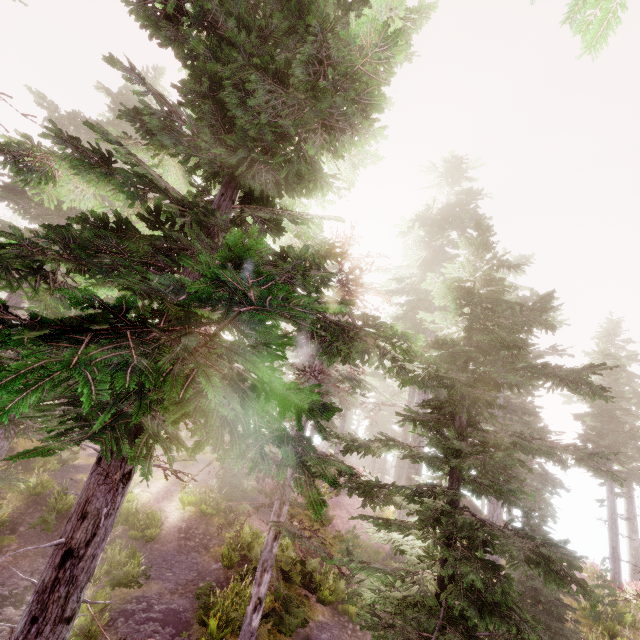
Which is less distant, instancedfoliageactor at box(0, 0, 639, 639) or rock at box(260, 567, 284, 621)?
instancedfoliageactor at box(0, 0, 639, 639)

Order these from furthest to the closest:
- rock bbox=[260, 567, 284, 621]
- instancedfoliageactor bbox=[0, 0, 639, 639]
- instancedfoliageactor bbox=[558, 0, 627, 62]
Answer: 1. rock bbox=[260, 567, 284, 621]
2. instancedfoliageactor bbox=[558, 0, 627, 62]
3. instancedfoliageactor bbox=[0, 0, 639, 639]

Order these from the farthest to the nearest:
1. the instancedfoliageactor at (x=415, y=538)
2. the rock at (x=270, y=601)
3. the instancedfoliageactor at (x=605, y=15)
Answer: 1. the rock at (x=270, y=601)
2. the instancedfoliageactor at (x=605, y=15)
3. the instancedfoliageactor at (x=415, y=538)

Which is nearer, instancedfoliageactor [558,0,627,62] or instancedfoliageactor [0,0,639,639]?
instancedfoliageactor [0,0,639,639]

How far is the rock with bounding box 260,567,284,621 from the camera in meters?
10.6

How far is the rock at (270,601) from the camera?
10.6 meters

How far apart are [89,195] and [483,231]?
8.8 meters
